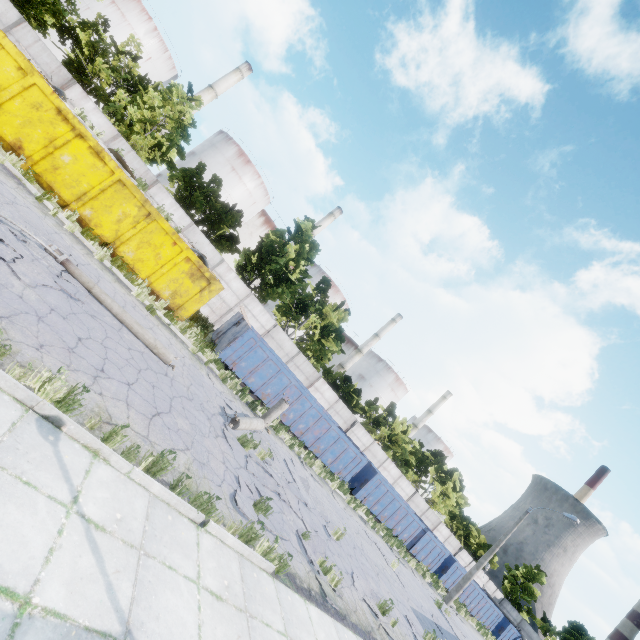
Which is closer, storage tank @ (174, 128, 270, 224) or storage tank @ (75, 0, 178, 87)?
storage tank @ (75, 0, 178, 87)

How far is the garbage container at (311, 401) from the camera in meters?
16.2 m

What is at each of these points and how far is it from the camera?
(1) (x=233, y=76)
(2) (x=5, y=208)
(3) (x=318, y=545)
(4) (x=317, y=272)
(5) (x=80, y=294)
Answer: (1) chimney, 45.3m
(2) asphalt debris, 7.7m
(3) asphalt debris, 8.8m
(4) storage tank, 57.2m
(5) asphalt debris, 7.6m

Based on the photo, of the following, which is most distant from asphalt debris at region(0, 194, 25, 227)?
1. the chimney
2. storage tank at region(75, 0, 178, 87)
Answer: storage tank at region(75, 0, 178, 87)

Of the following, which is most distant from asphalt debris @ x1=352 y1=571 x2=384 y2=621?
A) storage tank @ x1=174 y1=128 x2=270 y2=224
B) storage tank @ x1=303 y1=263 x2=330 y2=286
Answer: storage tank @ x1=174 y1=128 x2=270 y2=224

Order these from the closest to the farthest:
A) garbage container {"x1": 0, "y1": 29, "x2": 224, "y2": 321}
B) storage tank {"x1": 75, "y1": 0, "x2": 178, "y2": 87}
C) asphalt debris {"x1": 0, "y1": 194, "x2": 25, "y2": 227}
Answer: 1. asphalt debris {"x1": 0, "y1": 194, "x2": 25, "y2": 227}
2. garbage container {"x1": 0, "y1": 29, "x2": 224, "y2": 321}
3. storage tank {"x1": 75, "y1": 0, "x2": 178, "y2": 87}

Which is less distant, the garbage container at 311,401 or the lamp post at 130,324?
the lamp post at 130,324

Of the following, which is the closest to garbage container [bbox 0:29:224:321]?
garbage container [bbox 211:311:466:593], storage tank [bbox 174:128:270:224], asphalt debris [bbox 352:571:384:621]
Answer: garbage container [bbox 211:311:466:593]
